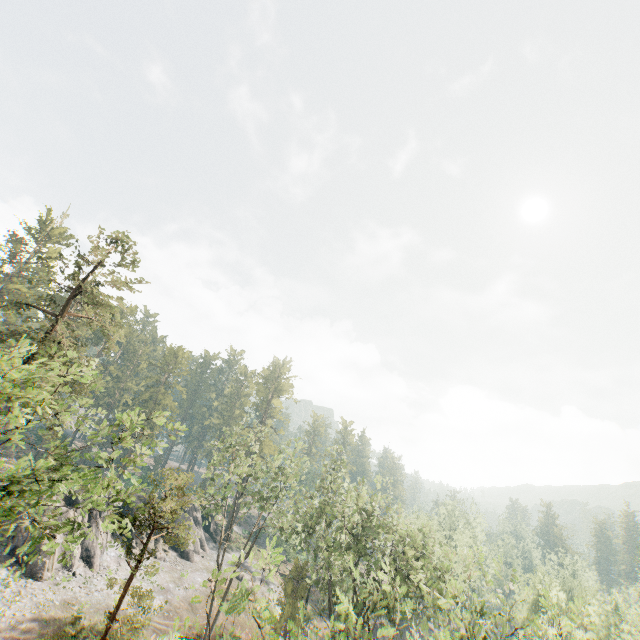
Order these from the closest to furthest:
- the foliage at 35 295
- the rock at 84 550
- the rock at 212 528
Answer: the foliage at 35 295 → the rock at 84 550 → the rock at 212 528

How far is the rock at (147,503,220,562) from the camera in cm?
4138

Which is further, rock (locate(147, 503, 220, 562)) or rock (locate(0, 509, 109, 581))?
rock (locate(147, 503, 220, 562))

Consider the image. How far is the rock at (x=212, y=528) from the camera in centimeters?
4138cm

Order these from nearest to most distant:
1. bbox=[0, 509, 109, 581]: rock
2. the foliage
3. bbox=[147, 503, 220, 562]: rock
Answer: the foliage → bbox=[0, 509, 109, 581]: rock → bbox=[147, 503, 220, 562]: rock

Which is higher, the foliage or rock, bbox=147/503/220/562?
the foliage

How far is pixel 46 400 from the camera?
13.5m
